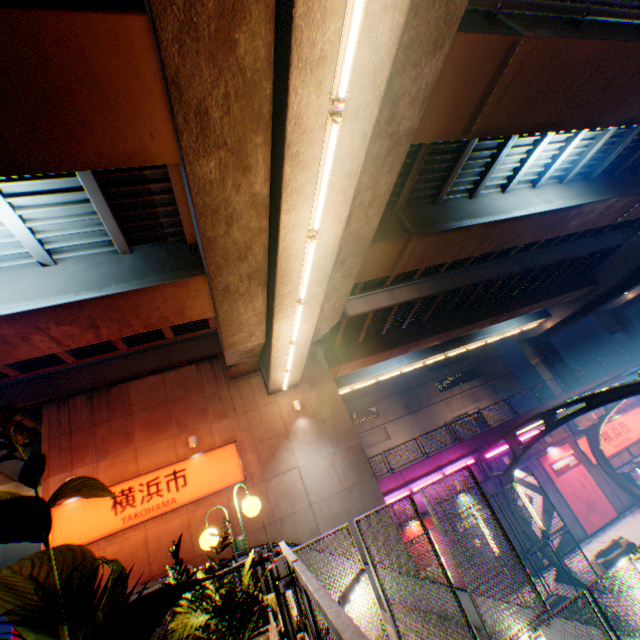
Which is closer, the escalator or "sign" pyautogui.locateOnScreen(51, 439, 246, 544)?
"sign" pyautogui.locateOnScreen(51, 439, 246, 544)

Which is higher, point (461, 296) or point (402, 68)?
point (461, 296)

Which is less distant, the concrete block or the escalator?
the escalator

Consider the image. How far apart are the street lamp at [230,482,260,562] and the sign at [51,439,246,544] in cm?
809

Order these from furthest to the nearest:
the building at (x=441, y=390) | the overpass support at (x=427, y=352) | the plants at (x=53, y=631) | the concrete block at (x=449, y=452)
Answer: the building at (x=441, y=390) < the concrete block at (x=449, y=452) < the overpass support at (x=427, y=352) < the plants at (x=53, y=631)

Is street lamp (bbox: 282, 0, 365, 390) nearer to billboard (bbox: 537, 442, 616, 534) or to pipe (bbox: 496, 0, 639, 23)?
pipe (bbox: 496, 0, 639, 23)

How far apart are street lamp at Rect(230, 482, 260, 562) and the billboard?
21.0m

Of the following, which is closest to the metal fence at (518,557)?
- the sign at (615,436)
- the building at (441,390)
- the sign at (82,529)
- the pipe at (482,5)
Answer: the sign at (615,436)
